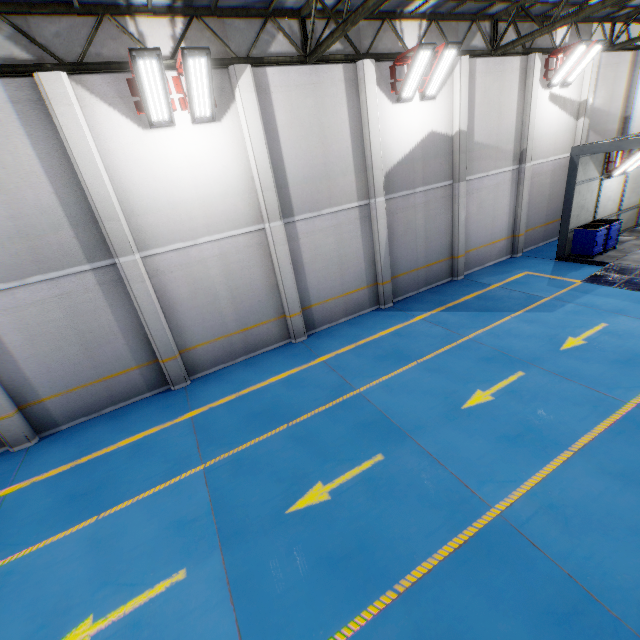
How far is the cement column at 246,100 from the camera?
8.3 meters

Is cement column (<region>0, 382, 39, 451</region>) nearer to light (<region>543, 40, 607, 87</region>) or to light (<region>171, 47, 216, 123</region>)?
light (<region>171, 47, 216, 123</region>)

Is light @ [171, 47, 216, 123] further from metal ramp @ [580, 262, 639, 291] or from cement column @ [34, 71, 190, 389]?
metal ramp @ [580, 262, 639, 291]

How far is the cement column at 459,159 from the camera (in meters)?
11.12

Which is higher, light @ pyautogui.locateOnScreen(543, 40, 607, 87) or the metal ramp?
light @ pyautogui.locateOnScreen(543, 40, 607, 87)

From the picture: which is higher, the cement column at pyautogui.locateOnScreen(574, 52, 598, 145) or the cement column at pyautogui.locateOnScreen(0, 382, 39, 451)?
the cement column at pyautogui.locateOnScreen(574, 52, 598, 145)

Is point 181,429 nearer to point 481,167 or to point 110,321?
point 110,321

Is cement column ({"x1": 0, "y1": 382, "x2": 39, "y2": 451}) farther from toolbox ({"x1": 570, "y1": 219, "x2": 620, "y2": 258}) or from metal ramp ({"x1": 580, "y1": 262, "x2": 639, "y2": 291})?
toolbox ({"x1": 570, "y1": 219, "x2": 620, "y2": 258})
